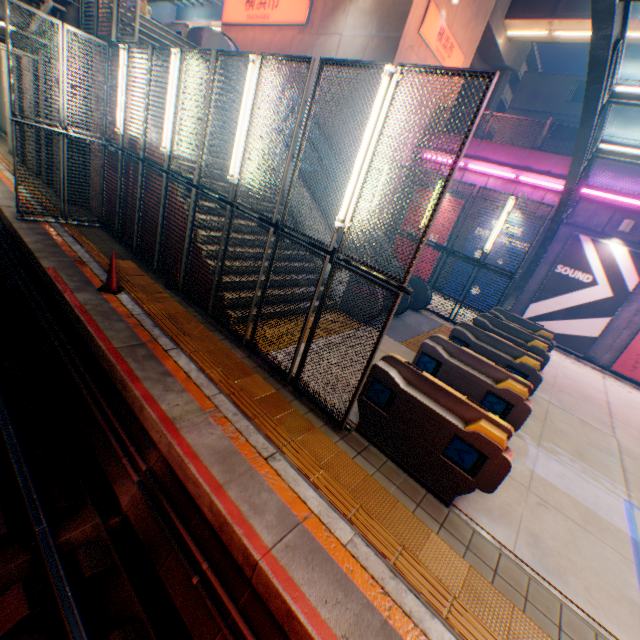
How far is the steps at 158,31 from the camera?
9.5m

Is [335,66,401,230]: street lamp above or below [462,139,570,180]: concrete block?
below

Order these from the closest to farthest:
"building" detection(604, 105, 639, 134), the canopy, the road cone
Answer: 1. the canopy
2. the road cone
3. "building" detection(604, 105, 639, 134)

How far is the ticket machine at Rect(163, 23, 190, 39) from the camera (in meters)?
13.40

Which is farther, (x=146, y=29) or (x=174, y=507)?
(x=146, y=29)

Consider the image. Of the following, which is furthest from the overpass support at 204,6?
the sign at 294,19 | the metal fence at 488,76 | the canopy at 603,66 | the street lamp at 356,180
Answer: the street lamp at 356,180

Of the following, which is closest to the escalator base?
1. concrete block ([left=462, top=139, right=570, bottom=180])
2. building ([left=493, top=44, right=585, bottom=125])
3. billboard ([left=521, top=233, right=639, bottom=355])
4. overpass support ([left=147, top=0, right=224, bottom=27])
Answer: billboard ([left=521, top=233, right=639, bottom=355])

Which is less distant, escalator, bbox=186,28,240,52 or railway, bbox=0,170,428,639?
railway, bbox=0,170,428,639
